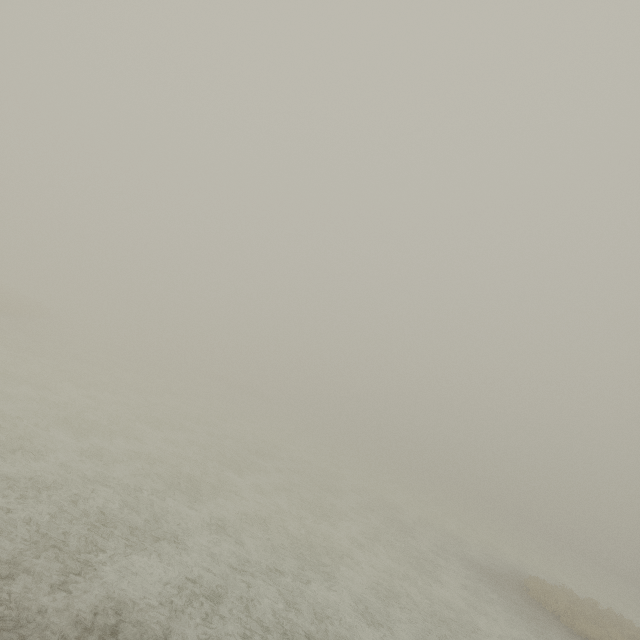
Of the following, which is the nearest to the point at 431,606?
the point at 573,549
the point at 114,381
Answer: the point at 114,381
